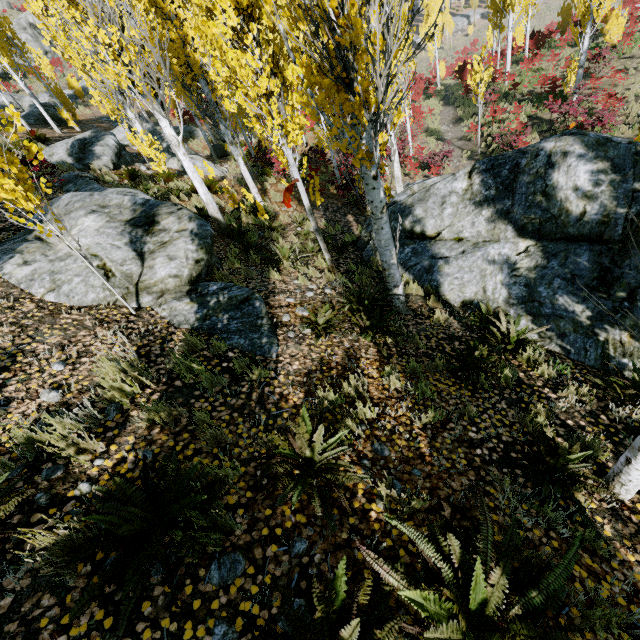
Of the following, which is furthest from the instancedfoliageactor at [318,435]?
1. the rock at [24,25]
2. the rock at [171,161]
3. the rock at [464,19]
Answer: the rock at [24,25]

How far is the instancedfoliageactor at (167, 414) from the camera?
3.2m

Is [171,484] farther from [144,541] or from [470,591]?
[470,591]

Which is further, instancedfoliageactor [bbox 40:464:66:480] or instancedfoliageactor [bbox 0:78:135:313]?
instancedfoliageactor [bbox 0:78:135:313]

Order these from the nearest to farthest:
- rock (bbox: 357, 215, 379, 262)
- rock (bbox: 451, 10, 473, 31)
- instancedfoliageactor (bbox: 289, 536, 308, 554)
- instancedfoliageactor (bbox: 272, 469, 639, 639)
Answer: instancedfoliageactor (bbox: 272, 469, 639, 639) → instancedfoliageactor (bbox: 289, 536, 308, 554) → rock (bbox: 357, 215, 379, 262) → rock (bbox: 451, 10, 473, 31)

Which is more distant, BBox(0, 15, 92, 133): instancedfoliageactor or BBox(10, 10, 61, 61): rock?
BBox(10, 10, 61, 61): rock

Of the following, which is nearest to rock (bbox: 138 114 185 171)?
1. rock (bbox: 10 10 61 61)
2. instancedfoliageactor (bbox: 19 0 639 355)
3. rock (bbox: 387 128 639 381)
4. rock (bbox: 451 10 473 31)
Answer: instancedfoliageactor (bbox: 19 0 639 355)

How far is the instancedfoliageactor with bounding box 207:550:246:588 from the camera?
2.3 meters
